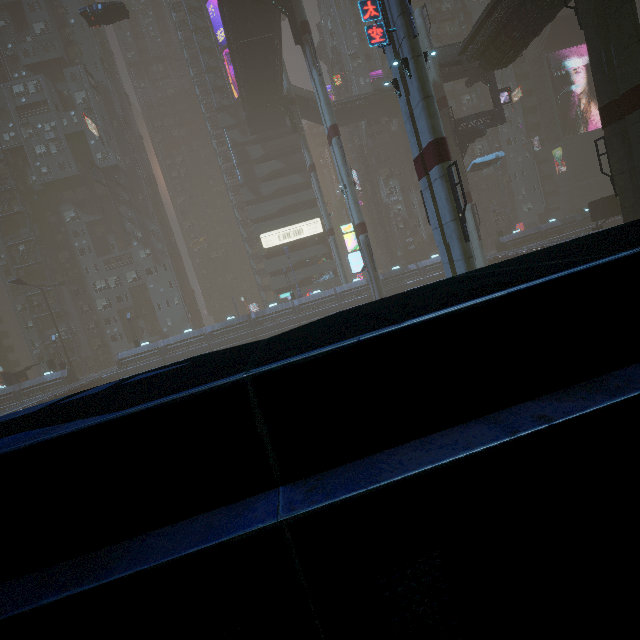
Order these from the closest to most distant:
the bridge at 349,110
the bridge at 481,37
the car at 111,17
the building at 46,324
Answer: the bridge at 481,37
the car at 111,17
the bridge at 349,110
the building at 46,324

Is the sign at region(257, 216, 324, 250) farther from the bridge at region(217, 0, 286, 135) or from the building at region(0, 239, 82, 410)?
the bridge at region(217, 0, 286, 135)

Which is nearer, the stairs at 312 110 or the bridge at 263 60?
the bridge at 263 60

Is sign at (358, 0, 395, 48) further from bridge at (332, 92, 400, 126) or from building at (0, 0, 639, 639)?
bridge at (332, 92, 400, 126)

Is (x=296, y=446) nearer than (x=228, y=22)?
Yes

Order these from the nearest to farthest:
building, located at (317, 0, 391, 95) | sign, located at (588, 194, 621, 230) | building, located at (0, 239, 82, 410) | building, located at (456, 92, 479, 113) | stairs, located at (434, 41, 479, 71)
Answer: stairs, located at (434, 41, 479, 71)
sign, located at (588, 194, 621, 230)
building, located at (0, 239, 82, 410)
building, located at (317, 0, 391, 95)
building, located at (456, 92, 479, 113)

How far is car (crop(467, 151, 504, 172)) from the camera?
39.0 meters

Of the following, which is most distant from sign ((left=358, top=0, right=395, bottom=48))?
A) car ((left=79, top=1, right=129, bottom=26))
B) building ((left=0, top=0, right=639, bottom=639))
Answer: car ((left=79, top=1, right=129, bottom=26))
